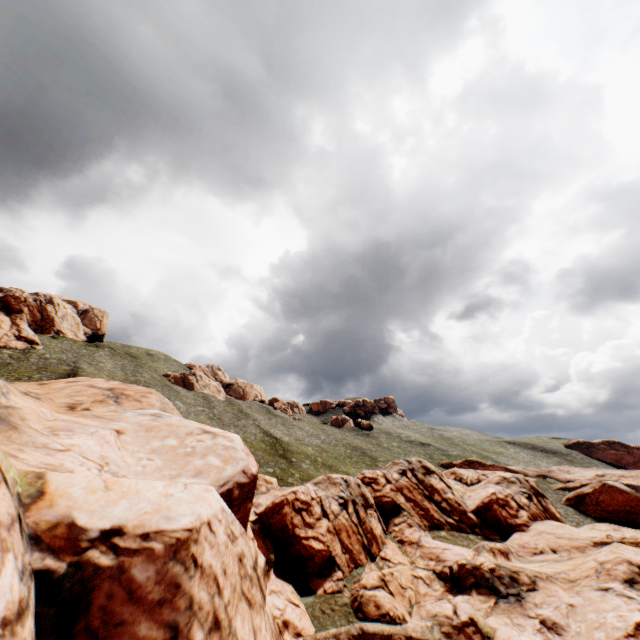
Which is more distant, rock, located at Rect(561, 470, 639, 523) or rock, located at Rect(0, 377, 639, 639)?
rock, located at Rect(561, 470, 639, 523)

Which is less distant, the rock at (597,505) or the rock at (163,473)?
the rock at (163,473)

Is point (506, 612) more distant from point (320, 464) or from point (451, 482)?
point (320, 464)
